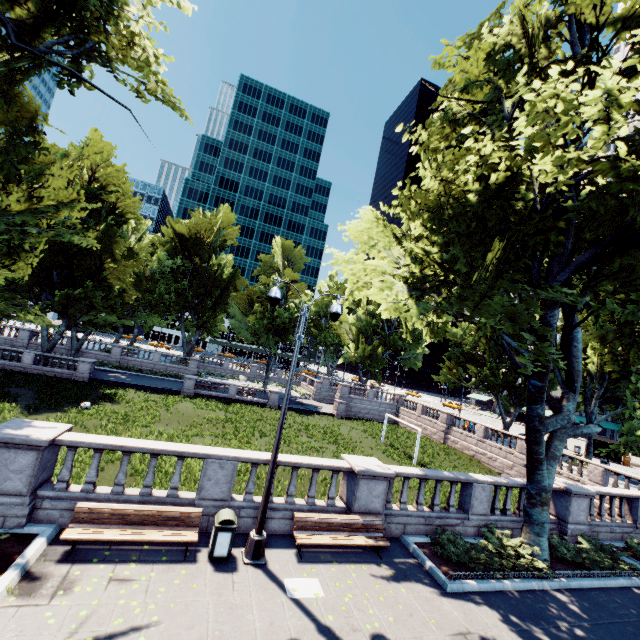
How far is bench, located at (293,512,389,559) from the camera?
9.1m

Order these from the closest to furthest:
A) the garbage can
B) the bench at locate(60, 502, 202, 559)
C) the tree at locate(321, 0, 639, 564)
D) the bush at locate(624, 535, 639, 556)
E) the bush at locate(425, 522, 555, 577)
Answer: the bench at locate(60, 502, 202, 559) < the garbage can < the tree at locate(321, 0, 639, 564) < the bush at locate(425, 522, 555, 577) < the bush at locate(624, 535, 639, 556)

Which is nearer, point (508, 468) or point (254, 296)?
point (508, 468)

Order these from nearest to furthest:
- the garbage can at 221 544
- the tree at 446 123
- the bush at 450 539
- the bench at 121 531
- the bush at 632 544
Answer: the bench at 121 531
the garbage can at 221 544
the tree at 446 123
the bush at 450 539
the bush at 632 544

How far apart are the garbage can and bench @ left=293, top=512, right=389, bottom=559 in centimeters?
175cm

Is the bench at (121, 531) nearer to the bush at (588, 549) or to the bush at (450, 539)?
the bush at (450, 539)

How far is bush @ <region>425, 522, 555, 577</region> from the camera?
10.0 meters

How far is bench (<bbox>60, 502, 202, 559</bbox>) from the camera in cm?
751
